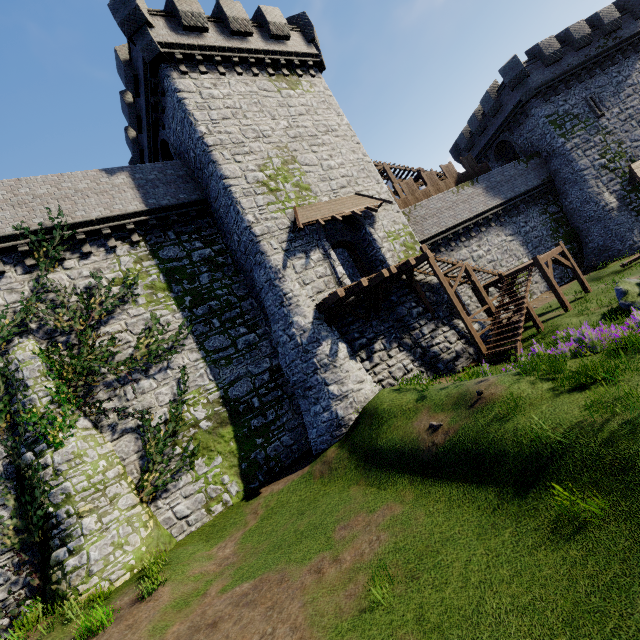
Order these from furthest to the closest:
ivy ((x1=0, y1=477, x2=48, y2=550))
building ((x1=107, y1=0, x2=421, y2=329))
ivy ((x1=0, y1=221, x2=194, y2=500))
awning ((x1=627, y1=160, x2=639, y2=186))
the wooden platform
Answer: awning ((x1=627, y1=160, x2=639, y2=186)) → building ((x1=107, y1=0, x2=421, y2=329)) → the wooden platform → ivy ((x1=0, y1=221, x2=194, y2=500)) → ivy ((x1=0, y1=477, x2=48, y2=550))

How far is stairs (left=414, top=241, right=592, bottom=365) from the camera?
15.42m

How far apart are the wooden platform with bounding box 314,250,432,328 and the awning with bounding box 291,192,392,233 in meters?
3.1 m

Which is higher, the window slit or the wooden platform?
the window slit

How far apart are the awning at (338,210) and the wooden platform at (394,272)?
3.09m

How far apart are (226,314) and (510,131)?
28.7 meters

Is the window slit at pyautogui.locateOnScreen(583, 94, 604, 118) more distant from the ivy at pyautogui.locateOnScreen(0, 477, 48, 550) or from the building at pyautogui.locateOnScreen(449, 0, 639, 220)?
the ivy at pyautogui.locateOnScreen(0, 477, 48, 550)

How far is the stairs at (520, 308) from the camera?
15.4 meters
